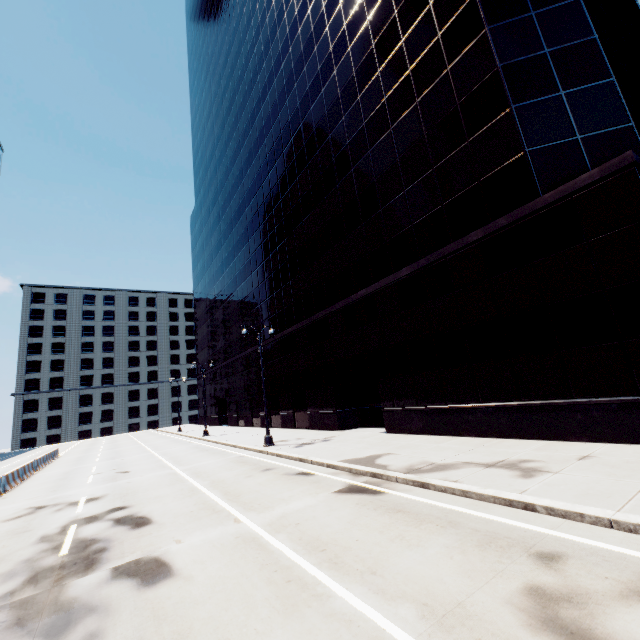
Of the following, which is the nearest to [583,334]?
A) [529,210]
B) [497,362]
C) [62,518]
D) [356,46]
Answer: [497,362]
